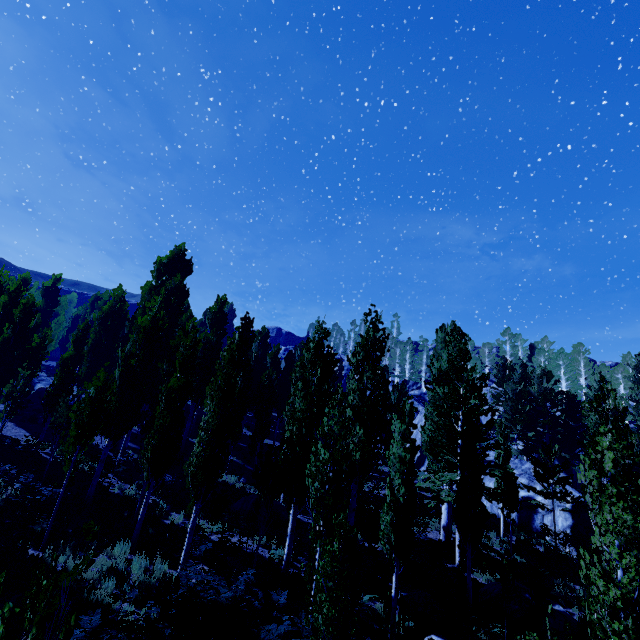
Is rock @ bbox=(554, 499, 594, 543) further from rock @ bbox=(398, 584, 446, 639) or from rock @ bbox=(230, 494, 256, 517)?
rock @ bbox=(230, 494, 256, 517)

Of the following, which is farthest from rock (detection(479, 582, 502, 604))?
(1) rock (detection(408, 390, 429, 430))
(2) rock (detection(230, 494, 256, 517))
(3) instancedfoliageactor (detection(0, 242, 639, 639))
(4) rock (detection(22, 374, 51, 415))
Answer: (4) rock (detection(22, 374, 51, 415))

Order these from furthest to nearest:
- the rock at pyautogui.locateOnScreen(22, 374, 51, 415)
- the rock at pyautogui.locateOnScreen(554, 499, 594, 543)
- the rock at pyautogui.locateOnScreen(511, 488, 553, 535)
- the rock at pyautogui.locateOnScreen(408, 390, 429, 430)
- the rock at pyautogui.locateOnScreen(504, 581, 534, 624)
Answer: the rock at pyautogui.locateOnScreen(408, 390, 429, 430), the rock at pyautogui.locateOnScreen(22, 374, 51, 415), the rock at pyautogui.locateOnScreen(511, 488, 553, 535), the rock at pyautogui.locateOnScreen(554, 499, 594, 543), the rock at pyautogui.locateOnScreen(504, 581, 534, 624)

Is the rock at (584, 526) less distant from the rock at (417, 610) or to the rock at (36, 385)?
the rock at (417, 610)

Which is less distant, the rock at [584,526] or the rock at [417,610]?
the rock at [417,610]

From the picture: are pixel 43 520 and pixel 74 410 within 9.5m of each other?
yes

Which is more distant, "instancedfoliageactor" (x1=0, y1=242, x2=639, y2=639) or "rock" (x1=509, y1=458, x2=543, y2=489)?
"rock" (x1=509, y1=458, x2=543, y2=489)

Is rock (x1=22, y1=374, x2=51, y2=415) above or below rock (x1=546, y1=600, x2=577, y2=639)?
above
